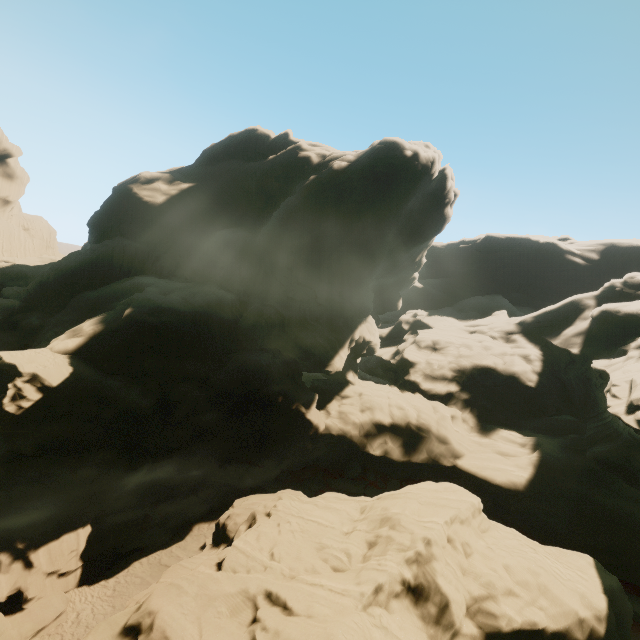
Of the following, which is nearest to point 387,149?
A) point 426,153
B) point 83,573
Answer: point 426,153
